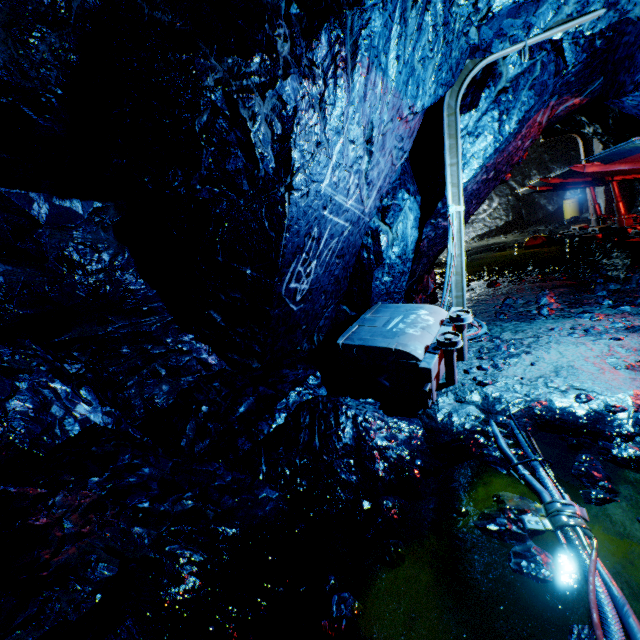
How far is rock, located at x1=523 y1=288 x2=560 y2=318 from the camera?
5.1 meters

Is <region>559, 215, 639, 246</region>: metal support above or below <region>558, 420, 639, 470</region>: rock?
above

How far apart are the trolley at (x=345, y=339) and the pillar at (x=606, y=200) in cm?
1447

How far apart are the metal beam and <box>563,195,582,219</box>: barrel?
7.3 meters

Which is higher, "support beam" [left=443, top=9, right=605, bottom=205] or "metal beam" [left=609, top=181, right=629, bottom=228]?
"support beam" [left=443, top=9, right=605, bottom=205]

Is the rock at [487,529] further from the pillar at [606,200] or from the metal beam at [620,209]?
the metal beam at [620,209]

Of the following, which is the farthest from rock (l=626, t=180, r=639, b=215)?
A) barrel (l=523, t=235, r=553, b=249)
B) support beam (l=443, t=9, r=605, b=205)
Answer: barrel (l=523, t=235, r=553, b=249)

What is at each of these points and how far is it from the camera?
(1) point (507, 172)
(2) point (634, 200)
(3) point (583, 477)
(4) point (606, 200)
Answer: (1) rock, 5.5 meters
(2) rock, 13.2 meters
(3) rock, 2.3 meters
(4) pillar, 13.6 meters
